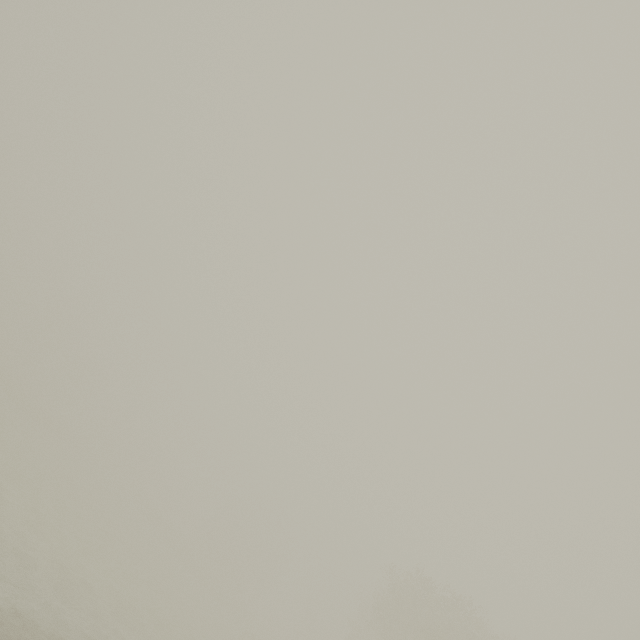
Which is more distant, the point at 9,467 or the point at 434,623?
the point at 434,623
